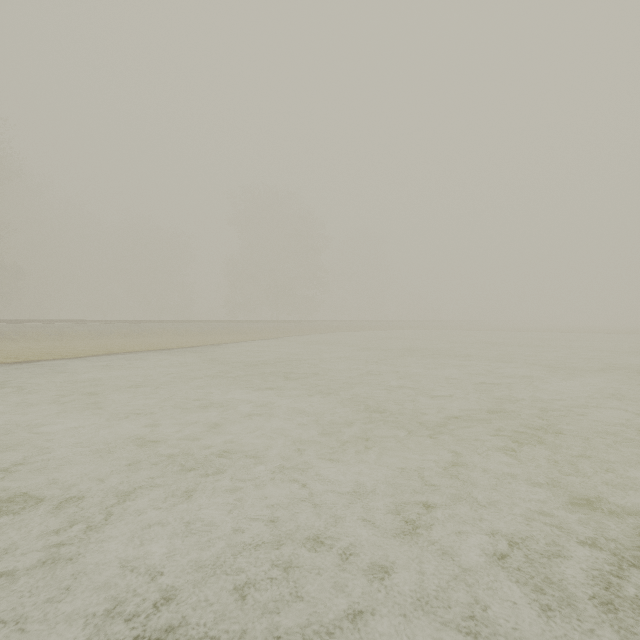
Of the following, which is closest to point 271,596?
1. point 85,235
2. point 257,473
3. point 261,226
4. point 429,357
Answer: point 257,473

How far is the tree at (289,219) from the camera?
37.9m

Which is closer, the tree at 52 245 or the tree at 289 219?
the tree at 52 245

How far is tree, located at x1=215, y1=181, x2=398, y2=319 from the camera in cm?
3794

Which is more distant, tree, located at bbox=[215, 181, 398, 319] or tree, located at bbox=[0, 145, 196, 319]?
tree, located at bbox=[215, 181, 398, 319]
